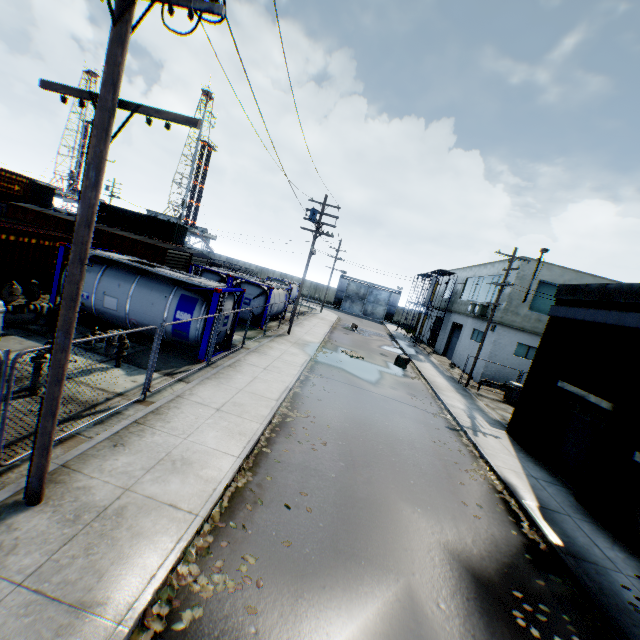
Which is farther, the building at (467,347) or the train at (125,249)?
the building at (467,347)

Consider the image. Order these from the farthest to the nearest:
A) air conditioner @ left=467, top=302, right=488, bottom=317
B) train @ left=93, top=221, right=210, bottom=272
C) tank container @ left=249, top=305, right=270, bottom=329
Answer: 1. air conditioner @ left=467, top=302, right=488, bottom=317
2. train @ left=93, top=221, right=210, bottom=272
3. tank container @ left=249, top=305, right=270, bottom=329

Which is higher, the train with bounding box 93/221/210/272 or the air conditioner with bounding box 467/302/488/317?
the air conditioner with bounding box 467/302/488/317

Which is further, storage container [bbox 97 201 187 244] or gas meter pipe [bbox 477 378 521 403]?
storage container [bbox 97 201 187 244]

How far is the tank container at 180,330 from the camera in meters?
12.6 m

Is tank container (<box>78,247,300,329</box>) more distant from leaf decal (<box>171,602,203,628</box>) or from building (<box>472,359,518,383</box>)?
building (<box>472,359,518,383</box>)

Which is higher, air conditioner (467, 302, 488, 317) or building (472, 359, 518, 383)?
air conditioner (467, 302, 488, 317)

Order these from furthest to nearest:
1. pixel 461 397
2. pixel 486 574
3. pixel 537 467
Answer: pixel 461 397
pixel 537 467
pixel 486 574
